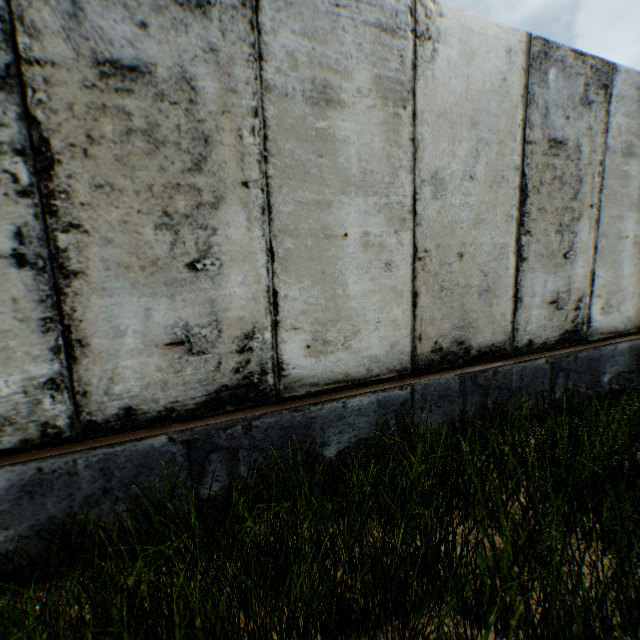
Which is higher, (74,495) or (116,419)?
(116,419)
